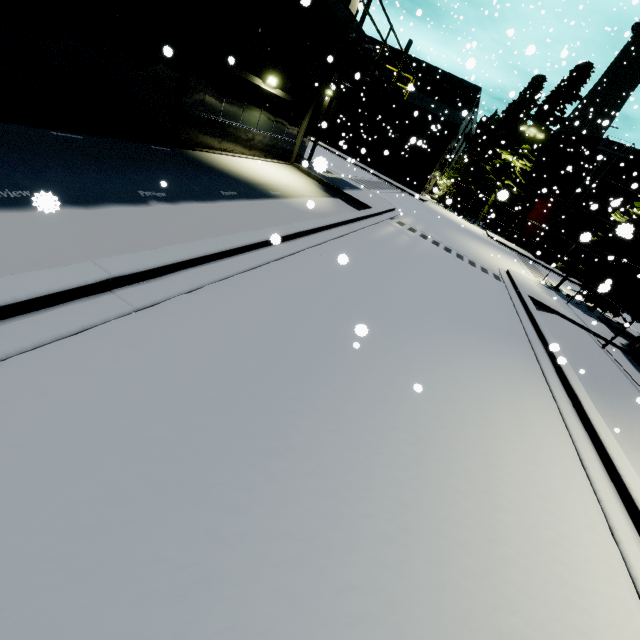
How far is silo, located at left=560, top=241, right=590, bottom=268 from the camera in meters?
34.1 m

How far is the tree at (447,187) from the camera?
31.7m

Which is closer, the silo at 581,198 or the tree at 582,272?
the tree at 582,272

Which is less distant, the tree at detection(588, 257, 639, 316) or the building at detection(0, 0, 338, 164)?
the building at detection(0, 0, 338, 164)

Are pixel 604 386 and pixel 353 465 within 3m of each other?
no

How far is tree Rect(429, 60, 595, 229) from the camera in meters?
31.7 m

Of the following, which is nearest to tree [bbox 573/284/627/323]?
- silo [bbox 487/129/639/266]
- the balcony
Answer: silo [bbox 487/129/639/266]

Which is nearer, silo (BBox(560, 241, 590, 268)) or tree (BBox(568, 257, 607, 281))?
tree (BBox(568, 257, 607, 281))
